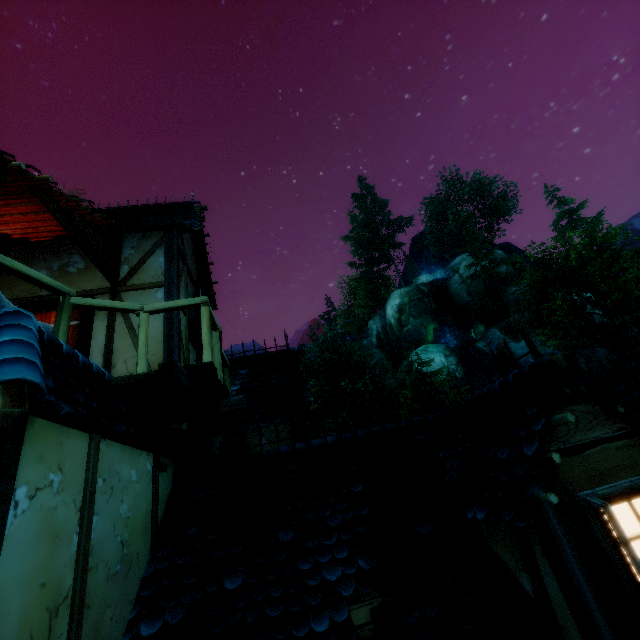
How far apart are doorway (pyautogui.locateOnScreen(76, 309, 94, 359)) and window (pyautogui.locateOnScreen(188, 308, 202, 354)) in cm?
174

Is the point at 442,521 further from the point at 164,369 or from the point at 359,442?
the point at 164,369

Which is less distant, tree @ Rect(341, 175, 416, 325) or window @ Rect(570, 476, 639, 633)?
window @ Rect(570, 476, 639, 633)

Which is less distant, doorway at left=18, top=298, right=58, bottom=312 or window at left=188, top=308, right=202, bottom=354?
doorway at left=18, top=298, right=58, bottom=312

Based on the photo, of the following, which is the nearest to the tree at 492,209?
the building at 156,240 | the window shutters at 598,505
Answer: the building at 156,240

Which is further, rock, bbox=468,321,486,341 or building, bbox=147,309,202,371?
rock, bbox=468,321,486,341

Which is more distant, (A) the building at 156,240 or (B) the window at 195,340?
(B) the window at 195,340

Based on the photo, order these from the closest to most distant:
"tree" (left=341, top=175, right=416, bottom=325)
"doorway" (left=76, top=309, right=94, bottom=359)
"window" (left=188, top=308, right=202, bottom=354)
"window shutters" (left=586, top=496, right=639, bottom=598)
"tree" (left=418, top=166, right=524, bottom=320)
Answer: "window shutters" (left=586, top=496, right=639, bottom=598)
"doorway" (left=76, top=309, right=94, bottom=359)
"window" (left=188, top=308, right=202, bottom=354)
"tree" (left=418, top=166, right=524, bottom=320)
"tree" (left=341, top=175, right=416, bottom=325)
